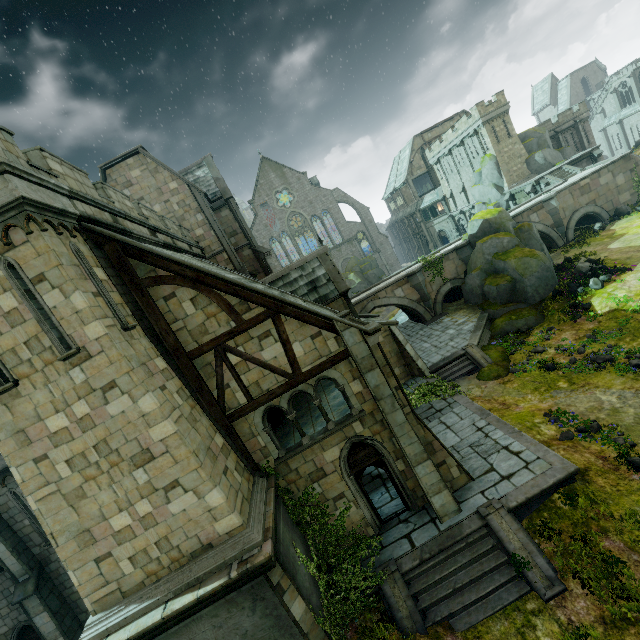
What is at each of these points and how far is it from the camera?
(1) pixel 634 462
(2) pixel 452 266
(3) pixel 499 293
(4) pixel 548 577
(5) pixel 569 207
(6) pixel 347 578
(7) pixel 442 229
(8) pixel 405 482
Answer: (1) flower, 10.3 meters
(2) bridge, 29.1 meters
(3) rock, 24.1 meters
(4) stair, 8.8 meters
(5) bridge, 29.8 meters
(6) plant, 10.4 meters
(7) window, 55.2 meters
(8) building, 11.4 meters

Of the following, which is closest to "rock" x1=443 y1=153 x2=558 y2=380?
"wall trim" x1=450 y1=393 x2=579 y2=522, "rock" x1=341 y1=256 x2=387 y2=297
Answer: "wall trim" x1=450 y1=393 x2=579 y2=522

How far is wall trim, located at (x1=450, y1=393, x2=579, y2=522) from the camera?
10.19m

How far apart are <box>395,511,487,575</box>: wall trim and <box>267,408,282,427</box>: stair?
6.47m

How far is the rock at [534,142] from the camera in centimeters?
3906cm

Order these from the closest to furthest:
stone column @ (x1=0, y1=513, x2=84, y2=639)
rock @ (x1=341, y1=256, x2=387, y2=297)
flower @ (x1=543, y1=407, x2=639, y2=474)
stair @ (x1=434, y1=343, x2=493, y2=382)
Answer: flower @ (x1=543, y1=407, x2=639, y2=474) < stone column @ (x1=0, y1=513, x2=84, y2=639) < stair @ (x1=434, y1=343, x2=493, y2=382) < rock @ (x1=341, y1=256, x2=387, y2=297)

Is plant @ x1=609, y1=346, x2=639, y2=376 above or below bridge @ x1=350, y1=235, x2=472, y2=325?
below

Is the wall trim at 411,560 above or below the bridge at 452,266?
below
